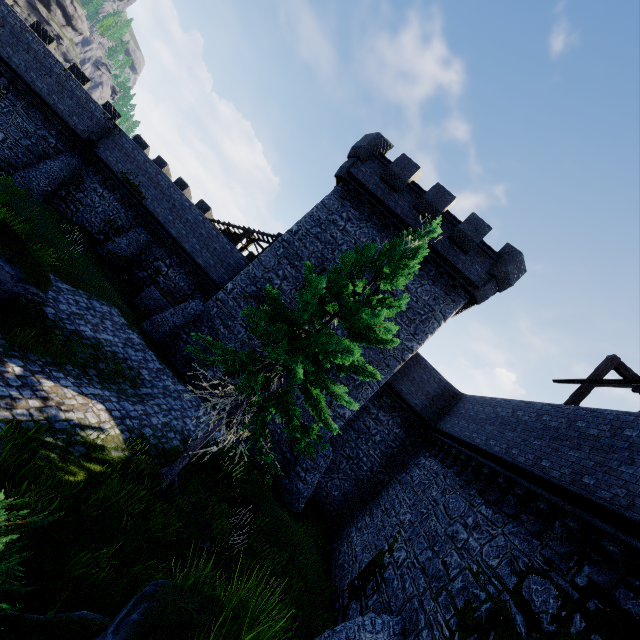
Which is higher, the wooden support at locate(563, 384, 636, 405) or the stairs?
the wooden support at locate(563, 384, 636, 405)

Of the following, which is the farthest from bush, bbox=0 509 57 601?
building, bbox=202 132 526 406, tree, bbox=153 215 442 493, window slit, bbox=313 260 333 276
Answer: window slit, bbox=313 260 333 276

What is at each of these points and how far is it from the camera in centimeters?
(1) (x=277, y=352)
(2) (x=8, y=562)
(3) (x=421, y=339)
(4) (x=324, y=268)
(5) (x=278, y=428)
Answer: (1) tree, 703cm
(2) bush, 373cm
(3) building, 1683cm
(4) window slit, 1769cm
(5) building, 1631cm

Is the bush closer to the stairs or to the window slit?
the window slit

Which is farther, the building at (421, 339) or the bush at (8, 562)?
the building at (421, 339)

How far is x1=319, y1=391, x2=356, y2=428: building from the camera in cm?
1628

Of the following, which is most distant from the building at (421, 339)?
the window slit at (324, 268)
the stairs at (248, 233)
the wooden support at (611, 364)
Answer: the wooden support at (611, 364)

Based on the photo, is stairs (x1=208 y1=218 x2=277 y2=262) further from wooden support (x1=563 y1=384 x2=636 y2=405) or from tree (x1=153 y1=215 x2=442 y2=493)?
wooden support (x1=563 y1=384 x2=636 y2=405)
